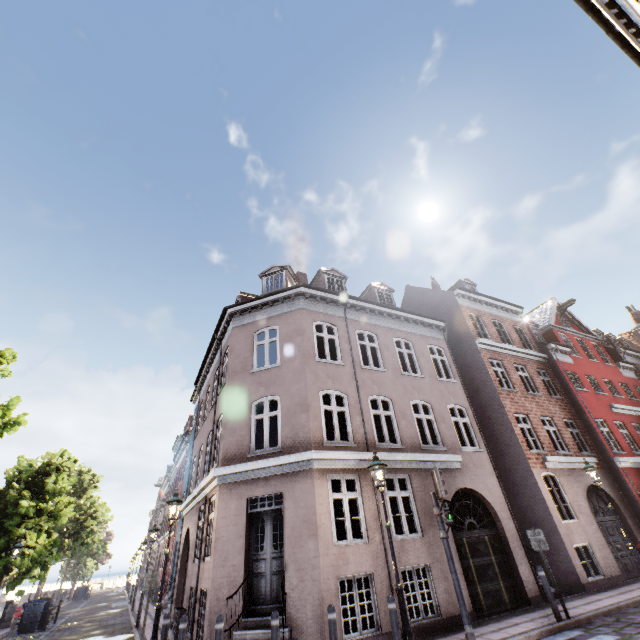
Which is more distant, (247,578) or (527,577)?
(527,577)

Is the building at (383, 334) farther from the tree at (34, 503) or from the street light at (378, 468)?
the tree at (34, 503)

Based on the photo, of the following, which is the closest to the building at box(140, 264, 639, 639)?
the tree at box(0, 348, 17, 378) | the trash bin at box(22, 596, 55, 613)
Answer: the tree at box(0, 348, 17, 378)

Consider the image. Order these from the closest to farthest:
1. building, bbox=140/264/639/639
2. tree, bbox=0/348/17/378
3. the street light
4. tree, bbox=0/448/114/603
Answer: the street light, building, bbox=140/264/639/639, tree, bbox=0/348/17/378, tree, bbox=0/448/114/603

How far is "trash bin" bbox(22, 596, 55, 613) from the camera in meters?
17.6 m

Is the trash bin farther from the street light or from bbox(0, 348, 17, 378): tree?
the street light

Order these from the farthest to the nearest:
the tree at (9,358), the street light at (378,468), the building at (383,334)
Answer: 1. the tree at (9,358)
2. the building at (383,334)
3. the street light at (378,468)
